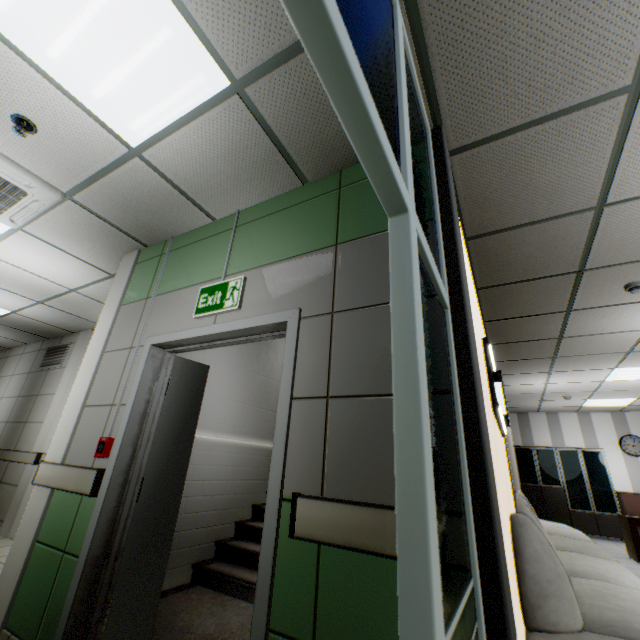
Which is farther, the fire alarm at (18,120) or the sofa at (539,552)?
the fire alarm at (18,120)

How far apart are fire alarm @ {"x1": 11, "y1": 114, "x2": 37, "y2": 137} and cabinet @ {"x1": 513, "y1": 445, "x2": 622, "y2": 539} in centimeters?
1221cm

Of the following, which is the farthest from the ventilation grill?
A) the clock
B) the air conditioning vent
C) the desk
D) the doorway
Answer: the clock

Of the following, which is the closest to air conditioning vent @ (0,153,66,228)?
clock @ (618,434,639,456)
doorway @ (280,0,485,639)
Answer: doorway @ (280,0,485,639)

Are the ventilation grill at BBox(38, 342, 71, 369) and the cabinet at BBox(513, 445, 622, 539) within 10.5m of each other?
no

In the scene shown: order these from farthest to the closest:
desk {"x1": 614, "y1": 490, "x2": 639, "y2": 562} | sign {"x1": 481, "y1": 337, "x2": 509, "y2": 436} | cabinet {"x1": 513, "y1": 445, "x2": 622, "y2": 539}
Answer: cabinet {"x1": 513, "y1": 445, "x2": 622, "y2": 539}, desk {"x1": 614, "y1": 490, "x2": 639, "y2": 562}, sign {"x1": 481, "y1": 337, "x2": 509, "y2": 436}

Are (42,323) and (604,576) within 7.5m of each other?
no

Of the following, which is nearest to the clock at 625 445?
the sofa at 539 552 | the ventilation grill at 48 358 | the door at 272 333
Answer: the sofa at 539 552
